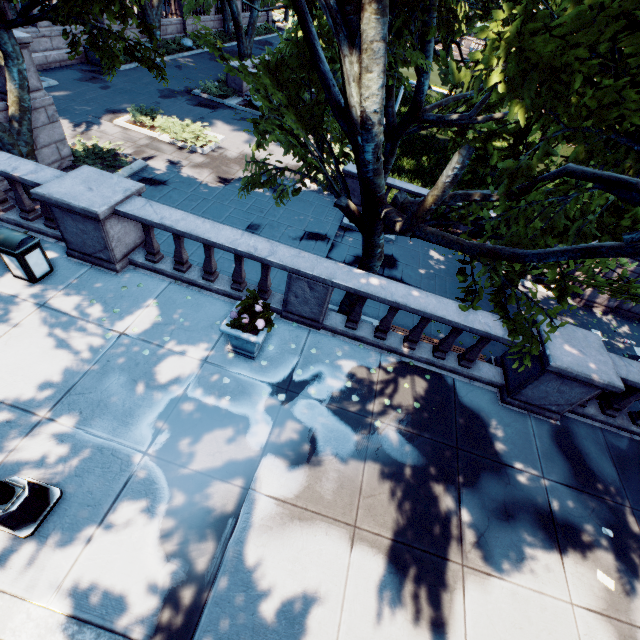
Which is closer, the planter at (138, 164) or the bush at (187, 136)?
the planter at (138, 164)

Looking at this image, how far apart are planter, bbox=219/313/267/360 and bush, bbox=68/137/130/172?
11.4m

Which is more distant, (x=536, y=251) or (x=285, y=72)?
(x=285, y=72)

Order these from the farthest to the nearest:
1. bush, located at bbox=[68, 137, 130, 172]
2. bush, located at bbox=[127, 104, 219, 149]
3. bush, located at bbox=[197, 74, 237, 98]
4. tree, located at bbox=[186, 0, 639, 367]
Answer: bush, located at bbox=[197, 74, 237, 98], bush, located at bbox=[127, 104, 219, 149], bush, located at bbox=[68, 137, 130, 172], tree, located at bbox=[186, 0, 639, 367]

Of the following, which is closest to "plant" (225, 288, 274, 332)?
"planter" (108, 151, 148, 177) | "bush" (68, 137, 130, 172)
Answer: "planter" (108, 151, 148, 177)

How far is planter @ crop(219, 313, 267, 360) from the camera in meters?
6.0 m

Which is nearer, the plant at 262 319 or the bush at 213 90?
the plant at 262 319

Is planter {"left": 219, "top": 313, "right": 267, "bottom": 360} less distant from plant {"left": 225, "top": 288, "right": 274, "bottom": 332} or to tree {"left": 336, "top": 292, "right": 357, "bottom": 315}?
plant {"left": 225, "top": 288, "right": 274, "bottom": 332}
